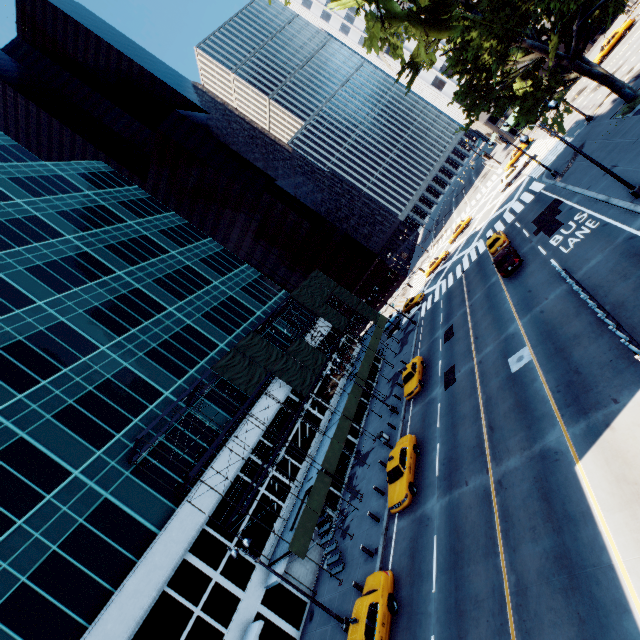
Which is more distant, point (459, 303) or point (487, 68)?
point (459, 303)

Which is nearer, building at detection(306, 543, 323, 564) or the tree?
the tree

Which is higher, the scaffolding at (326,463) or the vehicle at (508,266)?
the scaffolding at (326,463)

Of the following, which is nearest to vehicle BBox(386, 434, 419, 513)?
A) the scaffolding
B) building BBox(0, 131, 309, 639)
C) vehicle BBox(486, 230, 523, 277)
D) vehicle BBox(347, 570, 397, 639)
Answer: vehicle BBox(347, 570, 397, 639)

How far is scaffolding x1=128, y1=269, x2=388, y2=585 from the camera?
21.3 meters

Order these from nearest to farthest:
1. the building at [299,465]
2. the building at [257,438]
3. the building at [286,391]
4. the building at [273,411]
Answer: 1. the building at [257,438]
2. the building at [299,465]
3. the building at [273,411]
4. the building at [286,391]

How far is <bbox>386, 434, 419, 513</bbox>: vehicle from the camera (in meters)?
18.76

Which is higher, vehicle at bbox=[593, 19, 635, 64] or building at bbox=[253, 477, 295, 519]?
building at bbox=[253, 477, 295, 519]
